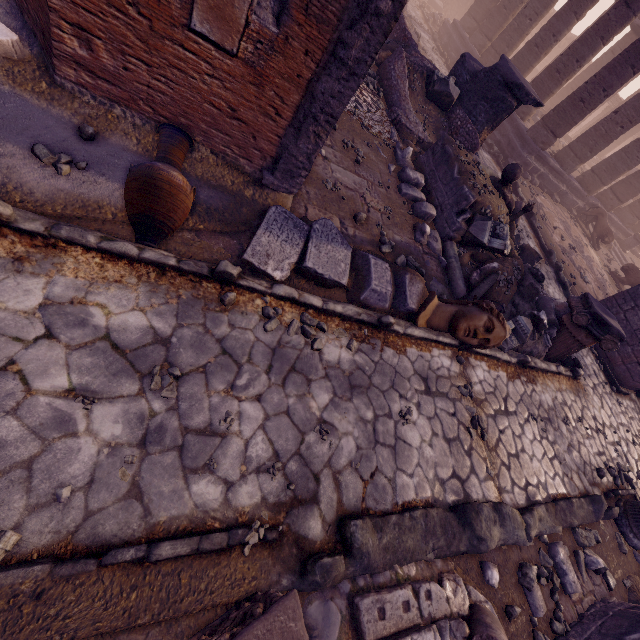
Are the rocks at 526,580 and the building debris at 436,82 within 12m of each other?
yes

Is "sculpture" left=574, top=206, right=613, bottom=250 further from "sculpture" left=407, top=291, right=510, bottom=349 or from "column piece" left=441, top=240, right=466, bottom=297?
"sculpture" left=407, top=291, right=510, bottom=349

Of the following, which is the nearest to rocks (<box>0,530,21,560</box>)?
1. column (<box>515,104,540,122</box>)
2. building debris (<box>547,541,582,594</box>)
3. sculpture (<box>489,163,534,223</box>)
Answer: building debris (<box>547,541,582,594</box>)

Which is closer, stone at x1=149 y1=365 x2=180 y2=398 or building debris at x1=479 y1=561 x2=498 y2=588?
stone at x1=149 y1=365 x2=180 y2=398

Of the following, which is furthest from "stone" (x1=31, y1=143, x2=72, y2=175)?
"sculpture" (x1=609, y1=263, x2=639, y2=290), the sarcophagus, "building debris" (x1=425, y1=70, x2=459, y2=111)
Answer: "sculpture" (x1=609, y1=263, x2=639, y2=290)

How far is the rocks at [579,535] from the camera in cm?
458

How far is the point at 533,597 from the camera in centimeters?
377cm

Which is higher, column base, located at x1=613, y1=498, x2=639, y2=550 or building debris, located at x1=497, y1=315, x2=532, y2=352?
building debris, located at x1=497, y1=315, x2=532, y2=352
